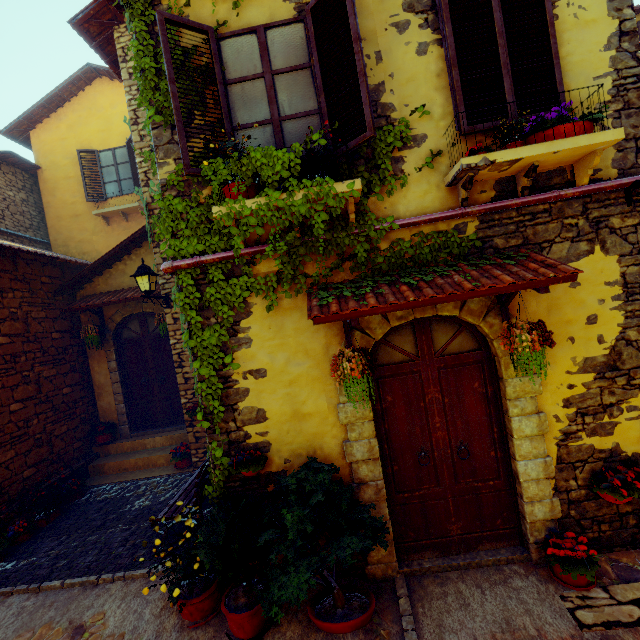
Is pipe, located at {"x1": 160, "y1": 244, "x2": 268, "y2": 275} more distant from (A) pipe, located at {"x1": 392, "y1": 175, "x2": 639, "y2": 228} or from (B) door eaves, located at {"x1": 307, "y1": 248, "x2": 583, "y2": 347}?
(A) pipe, located at {"x1": 392, "y1": 175, "x2": 639, "y2": 228}

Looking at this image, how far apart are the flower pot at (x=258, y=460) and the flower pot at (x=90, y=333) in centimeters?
540cm

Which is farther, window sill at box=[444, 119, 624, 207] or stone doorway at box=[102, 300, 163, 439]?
stone doorway at box=[102, 300, 163, 439]

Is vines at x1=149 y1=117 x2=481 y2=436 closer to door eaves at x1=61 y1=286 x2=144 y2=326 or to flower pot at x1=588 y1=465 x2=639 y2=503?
door eaves at x1=61 y1=286 x2=144 y2=326

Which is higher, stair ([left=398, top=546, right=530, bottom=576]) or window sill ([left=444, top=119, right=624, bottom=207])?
window sill ([left=444, top=119, right=624, bottom=207])

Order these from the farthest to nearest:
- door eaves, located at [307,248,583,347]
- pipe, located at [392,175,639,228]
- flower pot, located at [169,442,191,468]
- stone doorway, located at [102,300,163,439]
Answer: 1. stone doorway, located at [102,300,163,439]
2. flower pot, located at [169,442,191,468]
3. pipe, located at [392,175,639,228]
4. door eaves, located at [307,248,583,347]

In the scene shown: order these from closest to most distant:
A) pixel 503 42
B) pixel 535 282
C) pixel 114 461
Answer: pixel 535 282
pixel 503 42
pixel 114 461

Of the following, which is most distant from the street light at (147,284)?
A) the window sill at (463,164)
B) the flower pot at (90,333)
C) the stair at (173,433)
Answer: the window sill at (463,164)
